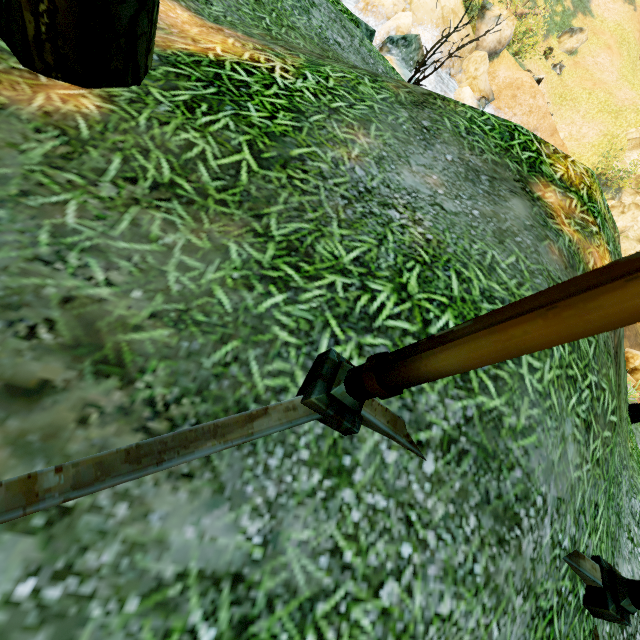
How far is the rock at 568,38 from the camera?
22.6 meters

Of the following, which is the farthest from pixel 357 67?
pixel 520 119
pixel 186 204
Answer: pixel 520 119

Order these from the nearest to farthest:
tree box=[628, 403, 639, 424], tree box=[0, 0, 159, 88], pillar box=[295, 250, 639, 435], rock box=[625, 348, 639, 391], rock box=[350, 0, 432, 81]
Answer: pillar box=[295, 250, 639, 435] < tree box=[0, 0, 159, 88] < tree box=[628, 403, 639, 424] < rock box=[350, 0, 432, 81] < rock box=[625, 348, 639, 391]

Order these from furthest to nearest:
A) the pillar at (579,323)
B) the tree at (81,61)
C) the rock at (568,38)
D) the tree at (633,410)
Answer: the rock at (568,38) → the tree at (633,410) → the tree at (81,61) → the pillar at (579,323)

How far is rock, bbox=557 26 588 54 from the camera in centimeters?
2261cm

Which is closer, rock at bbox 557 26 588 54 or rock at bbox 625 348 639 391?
rock at bbox 625 348 639 391

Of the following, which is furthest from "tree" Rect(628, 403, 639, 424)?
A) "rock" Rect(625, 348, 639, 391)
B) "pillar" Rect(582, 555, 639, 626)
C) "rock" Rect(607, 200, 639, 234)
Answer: "rock" Rect(607, 200, 639, 234)

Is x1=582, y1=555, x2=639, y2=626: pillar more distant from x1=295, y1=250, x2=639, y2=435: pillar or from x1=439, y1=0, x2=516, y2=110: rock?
x1=439, y1=0, x2=516, y2=110: rock
